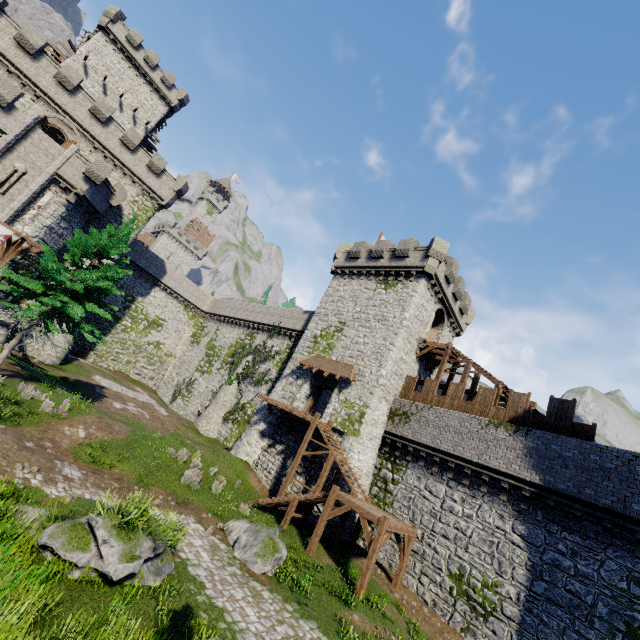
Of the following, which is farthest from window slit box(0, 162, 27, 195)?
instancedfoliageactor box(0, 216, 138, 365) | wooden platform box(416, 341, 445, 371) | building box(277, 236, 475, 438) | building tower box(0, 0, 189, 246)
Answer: wooden platform box(416, 341, 445, 371)

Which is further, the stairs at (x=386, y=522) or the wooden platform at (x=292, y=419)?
the wooden platform at (x=292, y=419)

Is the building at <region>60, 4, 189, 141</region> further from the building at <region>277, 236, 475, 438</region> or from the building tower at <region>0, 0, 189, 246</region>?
the building at <region>277, 236, 475, 438</region>

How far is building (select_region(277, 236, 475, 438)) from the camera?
23.7 meters

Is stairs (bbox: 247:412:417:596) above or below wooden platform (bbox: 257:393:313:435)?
below

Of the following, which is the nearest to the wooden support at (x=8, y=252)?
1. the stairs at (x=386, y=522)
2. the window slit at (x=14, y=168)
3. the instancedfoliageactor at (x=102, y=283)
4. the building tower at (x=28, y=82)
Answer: the instancedfoliageactor at (x=102, y=283)

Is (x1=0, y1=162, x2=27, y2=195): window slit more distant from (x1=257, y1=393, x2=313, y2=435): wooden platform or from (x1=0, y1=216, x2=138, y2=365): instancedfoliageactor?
(x1=257, y1=393, x2=313, y2=435): wooden platform

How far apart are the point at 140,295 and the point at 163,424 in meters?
21.2 m
